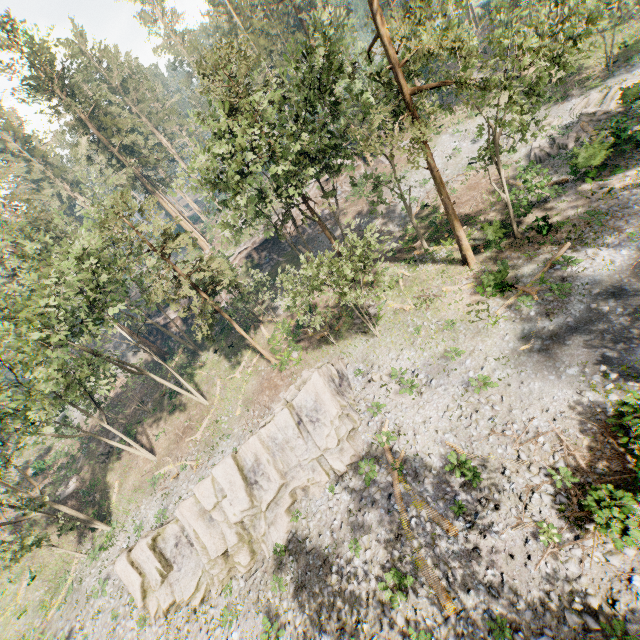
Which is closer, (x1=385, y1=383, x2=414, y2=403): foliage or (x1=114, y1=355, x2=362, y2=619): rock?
(x1=114, y1=355, x2=362, y2=619): rock

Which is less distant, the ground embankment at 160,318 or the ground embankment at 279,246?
the ground embankment at 279,246

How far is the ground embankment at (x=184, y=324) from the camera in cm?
4384

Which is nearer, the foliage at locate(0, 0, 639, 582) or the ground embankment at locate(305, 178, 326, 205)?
the foliage at locate(0, 0, 639, 582)

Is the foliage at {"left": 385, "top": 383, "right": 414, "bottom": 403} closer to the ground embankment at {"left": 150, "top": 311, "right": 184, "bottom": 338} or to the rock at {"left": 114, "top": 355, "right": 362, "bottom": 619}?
the rock at {"left": 114, "top": 355, "right": 362, "bottom": 619}

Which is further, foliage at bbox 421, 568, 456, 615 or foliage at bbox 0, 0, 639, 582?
foliage at bbox 0, 0, 639, 582

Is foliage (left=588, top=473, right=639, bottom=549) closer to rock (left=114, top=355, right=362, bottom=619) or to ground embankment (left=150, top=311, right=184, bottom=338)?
ground embankment (left=150, top=311, right=184, bottom=338)

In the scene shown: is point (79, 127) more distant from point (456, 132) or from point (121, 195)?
point (456, 132)
